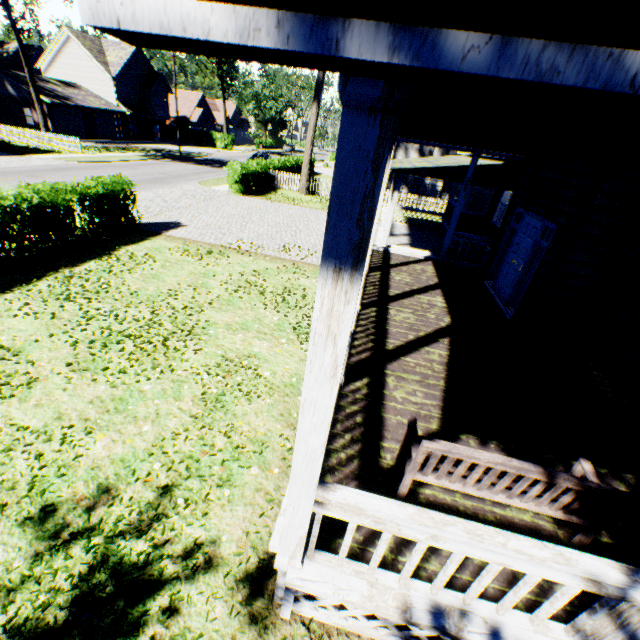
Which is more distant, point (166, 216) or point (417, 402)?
point (166, 216)

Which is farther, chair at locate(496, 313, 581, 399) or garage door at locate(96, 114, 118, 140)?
garage door at locate(96, 114, 118, 140)

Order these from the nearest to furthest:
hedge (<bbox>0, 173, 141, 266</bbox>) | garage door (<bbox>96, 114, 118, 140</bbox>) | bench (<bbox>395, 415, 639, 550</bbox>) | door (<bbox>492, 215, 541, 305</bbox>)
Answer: bench (<bbox>395, 415, 639, 550</bbox>) < door (<bbox>492, 215, 541, 305</bbox>) < hedge (<bbox>0, 173, 141, 266</bbox>) < garage door (<bbox>96, 114, 118, 140</bbox>)

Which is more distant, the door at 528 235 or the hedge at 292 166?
the hedge at 292 166

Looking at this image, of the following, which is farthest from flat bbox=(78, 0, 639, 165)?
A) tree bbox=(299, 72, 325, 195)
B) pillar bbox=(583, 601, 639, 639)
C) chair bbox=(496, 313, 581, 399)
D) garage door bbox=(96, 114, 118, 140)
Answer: garage door bbox=(96, 114, 118, 140)

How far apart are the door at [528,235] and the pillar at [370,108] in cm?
773

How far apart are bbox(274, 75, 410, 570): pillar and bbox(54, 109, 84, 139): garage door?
48.29m

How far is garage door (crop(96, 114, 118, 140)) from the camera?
39.7m
